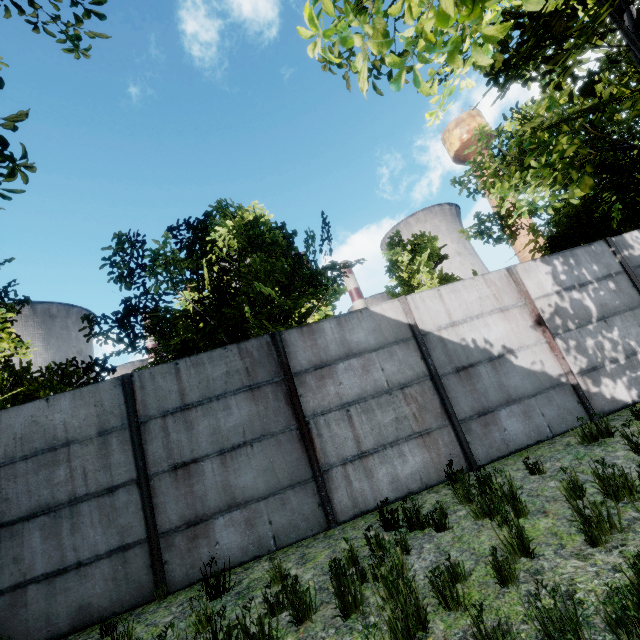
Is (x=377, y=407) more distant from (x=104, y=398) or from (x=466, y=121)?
(x=466, y=121)

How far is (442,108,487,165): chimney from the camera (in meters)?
55.28

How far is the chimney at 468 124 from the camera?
55.3 meters
